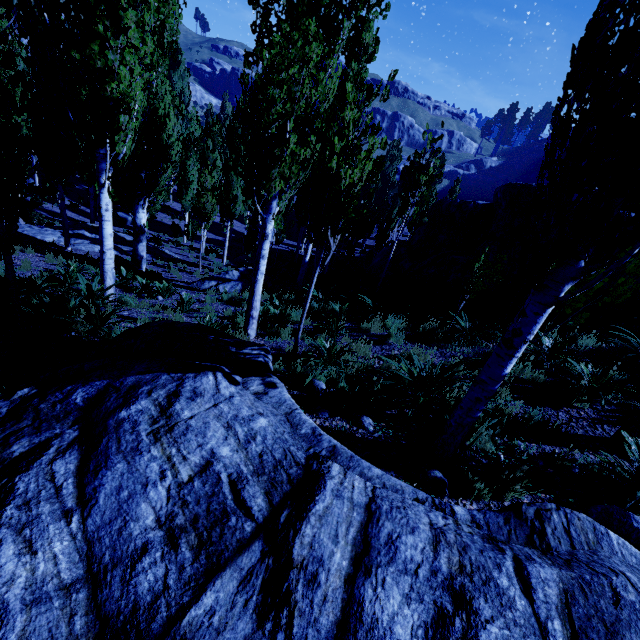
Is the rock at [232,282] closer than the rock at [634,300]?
No

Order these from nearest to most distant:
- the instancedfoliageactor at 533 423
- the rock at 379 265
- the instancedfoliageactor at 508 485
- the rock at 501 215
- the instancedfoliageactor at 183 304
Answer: the instancedfoliageactor at 508 485 → the instancedfoliageactor at 533 423 → the instancedfoliageactor at 183 304 → the rock at 501 215 → the rock at 379 265

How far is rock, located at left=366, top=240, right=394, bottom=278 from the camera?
16.44m

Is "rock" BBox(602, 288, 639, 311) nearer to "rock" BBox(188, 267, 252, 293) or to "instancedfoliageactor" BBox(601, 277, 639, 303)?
"instancedfoliageactor" BBox(601, 277, 639, 303)

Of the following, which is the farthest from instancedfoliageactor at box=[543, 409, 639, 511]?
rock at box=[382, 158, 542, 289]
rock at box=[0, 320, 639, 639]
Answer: rock at box=[382, 158, 542, 289]

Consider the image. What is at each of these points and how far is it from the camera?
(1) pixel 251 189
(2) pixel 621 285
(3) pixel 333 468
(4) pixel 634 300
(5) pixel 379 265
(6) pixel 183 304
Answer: (1) instancedfoliageactor, 5.8 meters
(2) instancedfoliageactor, 2.3 meters
(3) rock, 2.4 meters
(4) rock, 8.0 meters
(5) rock, 17.2 meters
(6) instancedfoliageactor, 8.9 meters

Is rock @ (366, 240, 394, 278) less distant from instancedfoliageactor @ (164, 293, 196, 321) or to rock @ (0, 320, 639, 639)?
instancedfoliageactor @ (164, 293, 196, 321)
